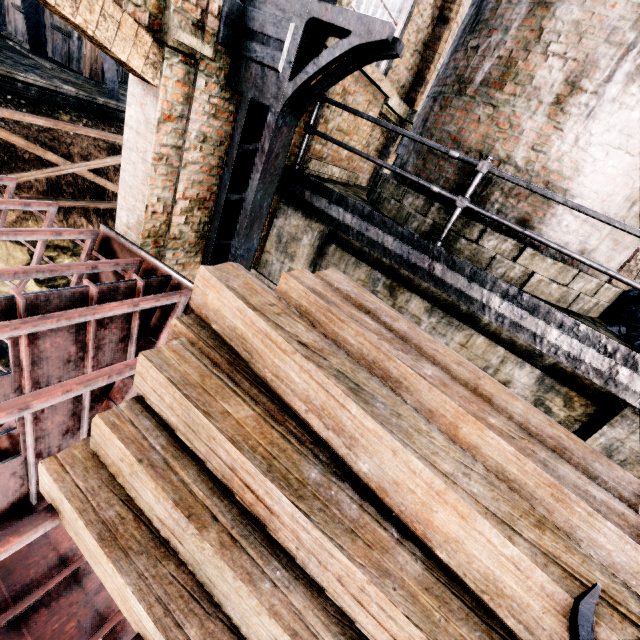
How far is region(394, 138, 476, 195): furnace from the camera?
4.7m

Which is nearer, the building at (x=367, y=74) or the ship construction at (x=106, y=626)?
the ship construction at (x=106, y=626)

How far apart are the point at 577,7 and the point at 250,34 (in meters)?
3.76

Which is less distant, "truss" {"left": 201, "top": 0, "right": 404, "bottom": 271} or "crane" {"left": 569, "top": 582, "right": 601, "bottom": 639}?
"crane" {"left": 569, "top": 582, "right": 601, "bottom": 639}

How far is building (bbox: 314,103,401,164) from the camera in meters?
5.8

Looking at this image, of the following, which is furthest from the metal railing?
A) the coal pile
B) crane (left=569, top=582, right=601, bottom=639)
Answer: crane (left=569, top=582, right=601, bottom=639)

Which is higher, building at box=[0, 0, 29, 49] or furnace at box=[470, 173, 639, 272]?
furnace at box=[470, 173, 639, 272]

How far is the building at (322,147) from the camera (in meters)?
5.93
